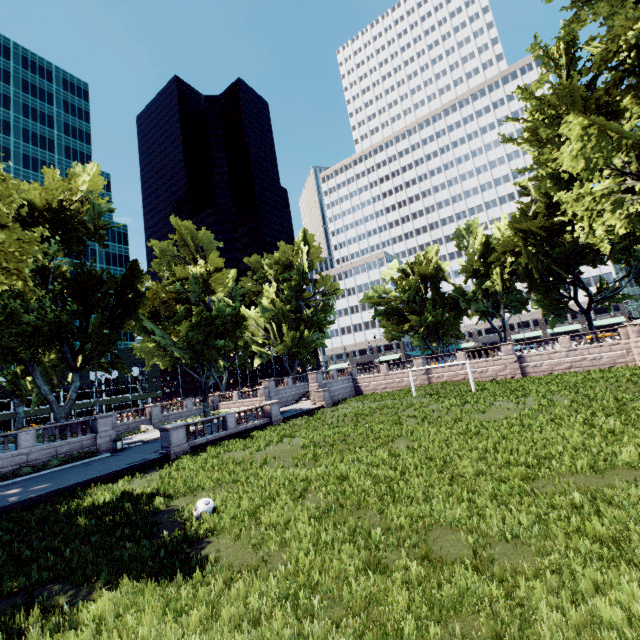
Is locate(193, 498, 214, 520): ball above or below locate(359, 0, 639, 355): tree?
below

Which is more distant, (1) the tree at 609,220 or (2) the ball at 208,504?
(1) the tree at 609,220

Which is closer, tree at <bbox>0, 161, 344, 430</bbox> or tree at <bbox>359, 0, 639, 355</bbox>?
tree at <bbox>359, 0, 639, 355</bbox>

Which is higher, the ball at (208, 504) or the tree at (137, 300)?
the tree at (137, 300)

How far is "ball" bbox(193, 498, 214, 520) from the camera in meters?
10.5

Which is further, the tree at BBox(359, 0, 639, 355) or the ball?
the tree at BBox(359, 0, 639, 355)

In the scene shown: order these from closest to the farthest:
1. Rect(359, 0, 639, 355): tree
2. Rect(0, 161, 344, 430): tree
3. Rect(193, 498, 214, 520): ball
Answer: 1. Rect(193, 498, 214, 520): ball
2. Rect(359, 0, 639, 355): tree
3. Rect(0, 161, 344, 430): tree

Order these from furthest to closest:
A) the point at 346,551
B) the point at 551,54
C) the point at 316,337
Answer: the point at 316,337
the point at 551,54
the point at 346,551
